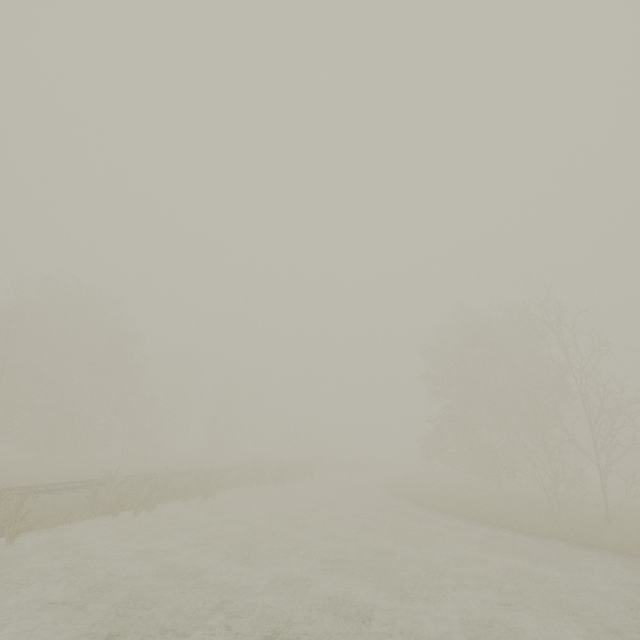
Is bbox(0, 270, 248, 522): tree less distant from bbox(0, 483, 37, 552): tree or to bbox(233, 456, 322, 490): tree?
bbox(233, 456, 322, 490): tree

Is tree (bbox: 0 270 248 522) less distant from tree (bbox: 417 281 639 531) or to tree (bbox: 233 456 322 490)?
tree (bbox: 417 281 639 531)

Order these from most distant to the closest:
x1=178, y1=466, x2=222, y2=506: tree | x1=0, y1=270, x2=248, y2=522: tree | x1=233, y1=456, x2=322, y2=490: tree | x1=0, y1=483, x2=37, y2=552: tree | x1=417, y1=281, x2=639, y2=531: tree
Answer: x1=233, y1=456, x2=322, y2=490: tree, x1=0, y1=270, x2=248, y2=522: tree, x1=417, y1=281, x2=639, y2=531: tree, x1=178, y1=466, x2=222, y2=506: tree, x1=0, y1=483, x2=37, y2=552: tree

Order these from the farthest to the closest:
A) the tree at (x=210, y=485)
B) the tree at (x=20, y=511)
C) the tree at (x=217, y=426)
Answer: the tree at (x=217, y=426) < the tree at (x=210, y=485) < the tree at (x=20, y=511)

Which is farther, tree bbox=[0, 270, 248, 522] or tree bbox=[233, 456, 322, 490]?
tree bbox=[233, 456, 322, 490]

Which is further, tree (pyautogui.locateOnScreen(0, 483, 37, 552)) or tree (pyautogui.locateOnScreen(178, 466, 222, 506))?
tree (pyautogui.locateOnScreen(178, 466, 222, 506))

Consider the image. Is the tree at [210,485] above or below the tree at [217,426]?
below

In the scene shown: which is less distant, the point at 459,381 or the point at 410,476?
the point at 459,381
